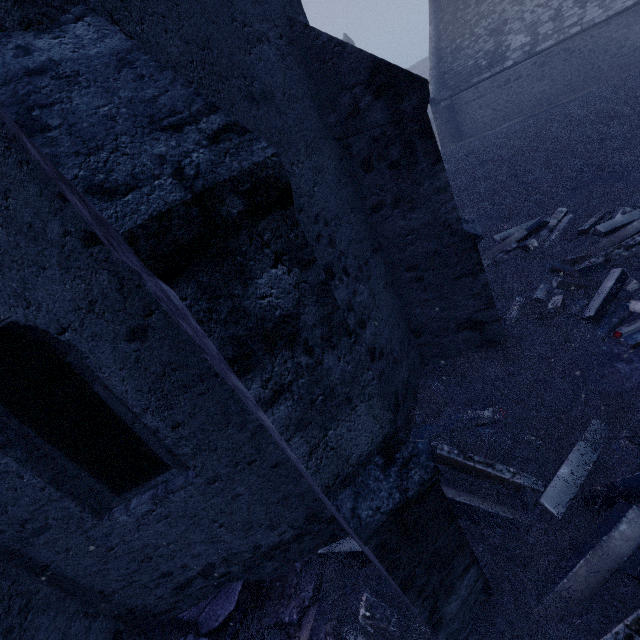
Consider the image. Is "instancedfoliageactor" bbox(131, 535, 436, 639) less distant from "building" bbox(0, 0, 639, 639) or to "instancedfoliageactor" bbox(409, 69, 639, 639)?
"building" bbox(0, 0, 639, 639)

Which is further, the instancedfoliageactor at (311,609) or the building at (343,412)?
the instancedfoliageactor at (311,609)

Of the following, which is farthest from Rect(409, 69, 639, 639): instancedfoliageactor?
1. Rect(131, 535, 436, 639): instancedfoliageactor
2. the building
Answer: Rect(131, 535, 436, 639): instancedfoliageactor

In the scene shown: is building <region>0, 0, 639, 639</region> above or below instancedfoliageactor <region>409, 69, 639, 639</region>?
above

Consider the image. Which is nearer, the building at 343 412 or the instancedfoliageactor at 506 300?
the building at 343 412

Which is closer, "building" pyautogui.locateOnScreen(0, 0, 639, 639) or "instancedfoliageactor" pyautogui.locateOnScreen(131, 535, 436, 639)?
"building" pyautogui.locateOnScreen(0, 0, 639, 639)

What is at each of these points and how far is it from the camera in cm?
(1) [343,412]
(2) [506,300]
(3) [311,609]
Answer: (1) building, 179
(2) instancedfoliageactor, 575
(3) instancedfoliageactor, 335
